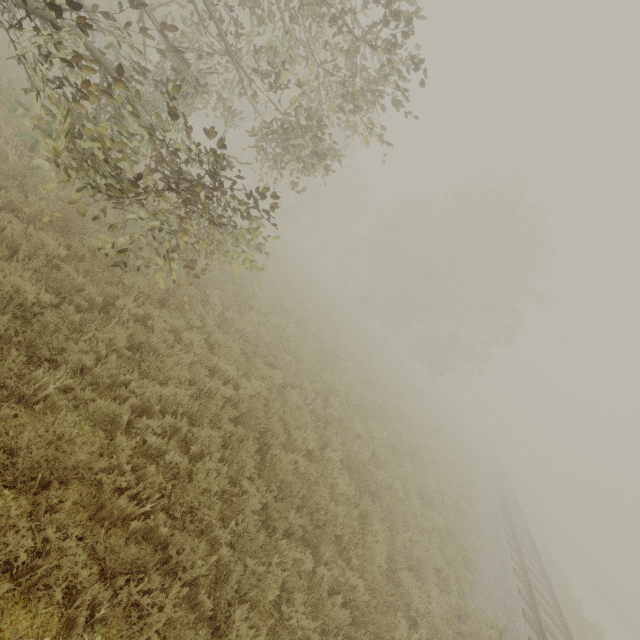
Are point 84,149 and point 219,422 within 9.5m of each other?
yes
